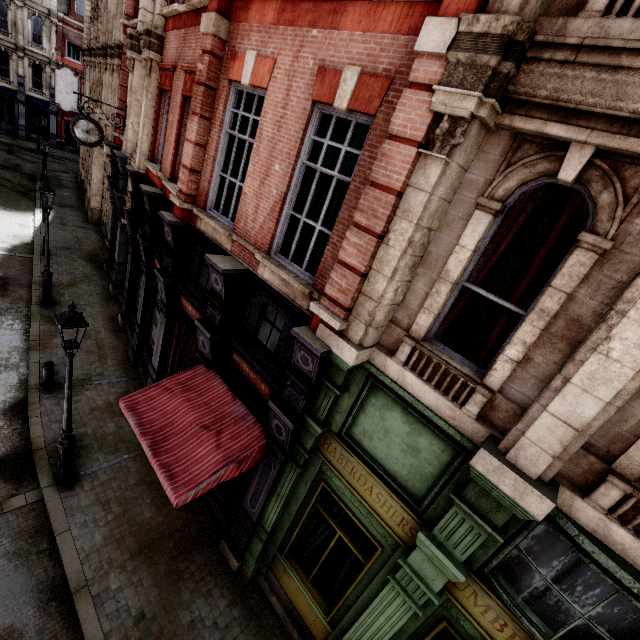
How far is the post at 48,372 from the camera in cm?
929

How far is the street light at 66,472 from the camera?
5.7 meters

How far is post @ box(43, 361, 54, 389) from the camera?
9.3m

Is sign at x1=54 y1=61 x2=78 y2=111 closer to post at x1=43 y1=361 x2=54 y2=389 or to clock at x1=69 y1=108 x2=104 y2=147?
clock at x1=69 y1=108 x2=104 y2=147

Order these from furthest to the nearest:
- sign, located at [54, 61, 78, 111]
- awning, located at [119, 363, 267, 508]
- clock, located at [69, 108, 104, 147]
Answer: sign, located at [54, 61, 78, 111], clock, located at [69, 108, 104, 147], awning, located at [119, 363, 267, 508]

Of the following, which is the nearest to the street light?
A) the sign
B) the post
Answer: the post

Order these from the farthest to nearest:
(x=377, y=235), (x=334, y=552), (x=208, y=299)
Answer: (x=334, y=552) < (x=208, y=299) < (x=377, y=235)

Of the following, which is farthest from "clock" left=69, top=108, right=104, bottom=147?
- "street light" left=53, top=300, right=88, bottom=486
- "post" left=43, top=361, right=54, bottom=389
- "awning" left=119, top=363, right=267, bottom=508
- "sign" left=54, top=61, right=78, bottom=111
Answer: "sign" left=54, top=61, right=78, bottom=111
